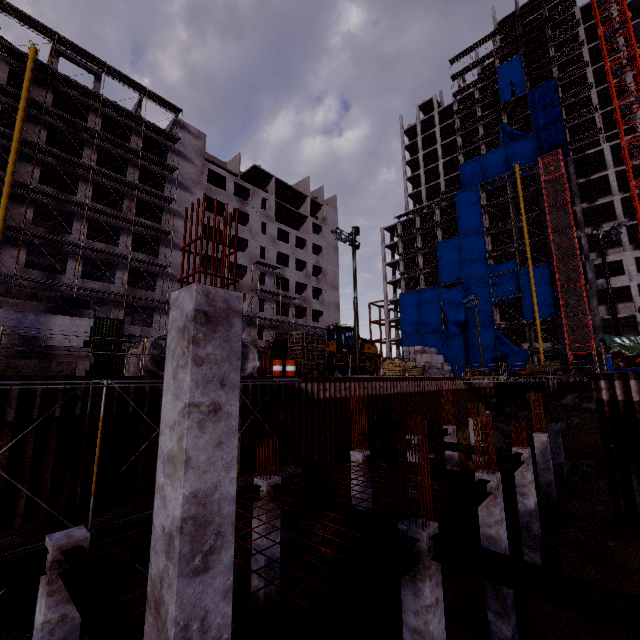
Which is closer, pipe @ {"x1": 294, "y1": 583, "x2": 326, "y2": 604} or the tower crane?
pipe @ {"x1": 294, "y1": 583, "x2": 326, "y2": 604}

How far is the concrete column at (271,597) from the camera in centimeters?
907cm

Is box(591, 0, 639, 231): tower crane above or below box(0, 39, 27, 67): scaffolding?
above

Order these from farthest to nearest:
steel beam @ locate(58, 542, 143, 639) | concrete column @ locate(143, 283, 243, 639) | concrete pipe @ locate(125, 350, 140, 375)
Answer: concrete pipe @ locate(125, 350, 140, 375)
steel beam @ locate(58, 542, 143, 639)
concrete column @ locate(143, 283, 243, 639)

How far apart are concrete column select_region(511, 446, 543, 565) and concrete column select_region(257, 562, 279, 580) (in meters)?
10.33

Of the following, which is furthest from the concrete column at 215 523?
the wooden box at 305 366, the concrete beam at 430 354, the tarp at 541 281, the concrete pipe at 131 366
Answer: the tarp at 541 281

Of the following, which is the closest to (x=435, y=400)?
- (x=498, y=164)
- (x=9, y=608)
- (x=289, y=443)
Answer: (x=289, y=443)

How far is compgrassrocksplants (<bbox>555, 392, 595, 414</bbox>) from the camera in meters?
31.3
